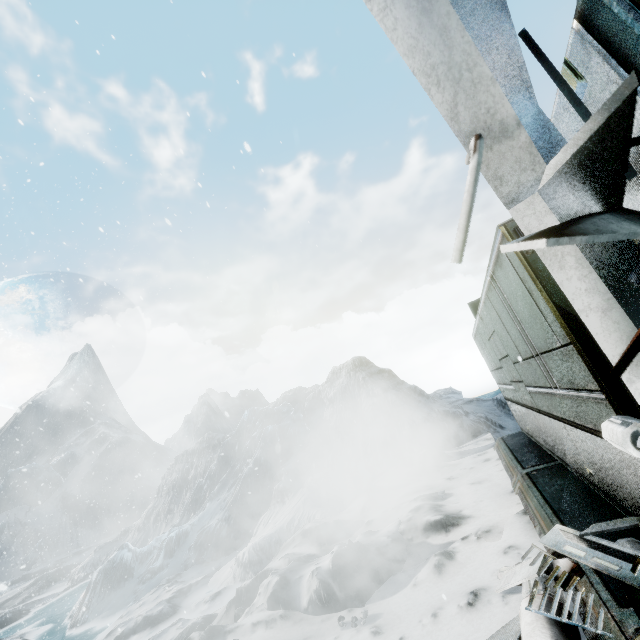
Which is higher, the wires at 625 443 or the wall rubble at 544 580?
the wires at 625 443

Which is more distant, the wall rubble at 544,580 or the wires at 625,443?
the wall rubble at 544,580

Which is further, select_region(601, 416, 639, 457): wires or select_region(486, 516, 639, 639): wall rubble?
select_region(486, 516, 639, 639): wall rubble

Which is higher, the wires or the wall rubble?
the wires

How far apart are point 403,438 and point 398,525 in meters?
6.3 m
